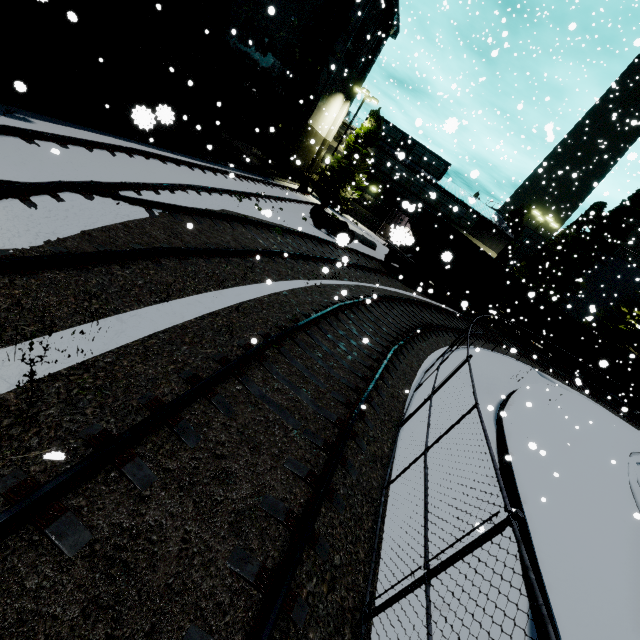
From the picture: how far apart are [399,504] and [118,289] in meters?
5.7

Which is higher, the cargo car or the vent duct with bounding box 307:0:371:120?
the vent duct with bounding box 307:0:371:120

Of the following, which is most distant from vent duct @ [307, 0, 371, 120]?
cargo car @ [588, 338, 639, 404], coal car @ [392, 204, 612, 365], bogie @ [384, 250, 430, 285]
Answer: cargo car @ [588, 338, 639, 404]

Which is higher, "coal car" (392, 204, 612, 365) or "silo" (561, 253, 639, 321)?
"silo" (561, 253, 639, 321)

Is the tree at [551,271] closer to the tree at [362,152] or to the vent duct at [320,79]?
the tree at [362,152]

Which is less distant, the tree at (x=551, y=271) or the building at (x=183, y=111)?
the building at (x=183, y=111)

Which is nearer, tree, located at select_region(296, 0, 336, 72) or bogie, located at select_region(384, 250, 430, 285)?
tree, located at select_region(296, 0, 336, 72)

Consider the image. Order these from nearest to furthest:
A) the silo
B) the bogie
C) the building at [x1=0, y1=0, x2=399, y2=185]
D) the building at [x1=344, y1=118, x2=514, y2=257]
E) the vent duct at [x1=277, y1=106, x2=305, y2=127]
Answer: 1. the building at [x1=0, y1=0, x2=399, y2=185]
2. the bogie
3. the vent duct at [x1=277, y1=106, x2=305, y2=127]
4. the building at [x1=344, y1=118, x2=514, y2=257]
5. the silo
